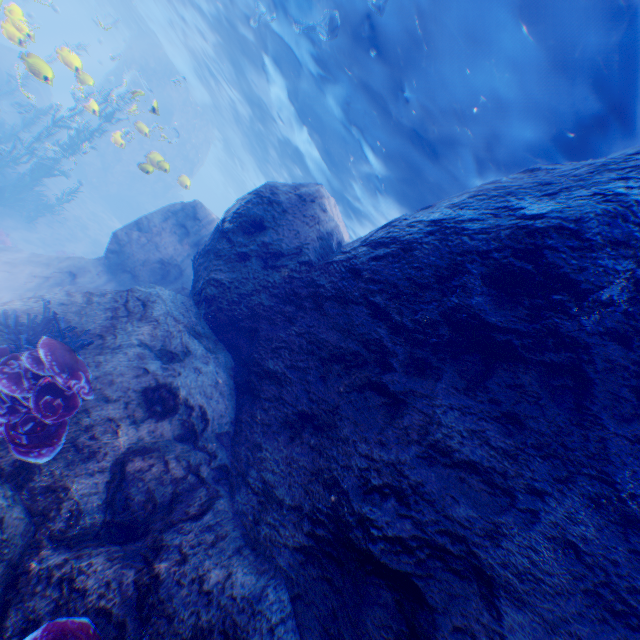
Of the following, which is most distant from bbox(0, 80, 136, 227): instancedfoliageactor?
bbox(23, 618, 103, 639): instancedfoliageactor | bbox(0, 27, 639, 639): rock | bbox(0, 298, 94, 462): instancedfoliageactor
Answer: bbox(23, 618, 103, 639): instancedfoliageactor

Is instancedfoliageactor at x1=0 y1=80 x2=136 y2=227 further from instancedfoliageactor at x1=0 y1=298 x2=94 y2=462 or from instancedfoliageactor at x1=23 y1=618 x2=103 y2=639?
instancedfoliageactor at x1=23 y1=618 x2=103 y2=639

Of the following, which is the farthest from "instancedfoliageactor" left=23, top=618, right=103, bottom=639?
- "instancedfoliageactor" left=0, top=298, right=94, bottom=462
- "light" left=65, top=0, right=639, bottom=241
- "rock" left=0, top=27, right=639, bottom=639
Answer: "light" left=65, top=0, right=639, bottom=241

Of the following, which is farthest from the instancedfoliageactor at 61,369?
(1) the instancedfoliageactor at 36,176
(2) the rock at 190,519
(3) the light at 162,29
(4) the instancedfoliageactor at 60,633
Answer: (1) the instancedfoliageactor at 36,176

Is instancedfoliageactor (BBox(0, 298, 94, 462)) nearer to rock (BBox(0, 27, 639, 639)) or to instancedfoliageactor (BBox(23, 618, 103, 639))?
rock (BBox(0, 27, 639, 639))

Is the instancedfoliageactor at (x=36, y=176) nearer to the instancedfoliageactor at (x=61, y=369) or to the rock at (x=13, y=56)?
the rock at (x=13, y=56)

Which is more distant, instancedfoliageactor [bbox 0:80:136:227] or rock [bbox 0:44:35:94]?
instancedfoliageactor [bbox 0:80:136:227]

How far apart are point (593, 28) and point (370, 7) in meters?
5.4 m
